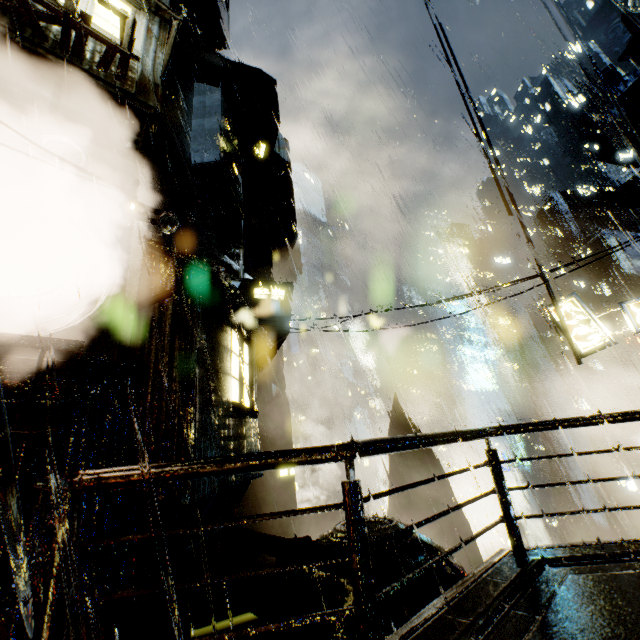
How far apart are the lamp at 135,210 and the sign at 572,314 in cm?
1469

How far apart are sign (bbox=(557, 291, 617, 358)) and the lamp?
14.7m

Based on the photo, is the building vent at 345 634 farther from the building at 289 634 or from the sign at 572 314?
the sign at 572 314

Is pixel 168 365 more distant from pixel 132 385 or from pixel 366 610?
pixel 366 610

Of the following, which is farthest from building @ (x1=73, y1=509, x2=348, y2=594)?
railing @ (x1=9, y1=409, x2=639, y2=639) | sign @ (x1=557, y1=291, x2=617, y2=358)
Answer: sign @ (x1=557, y1=291, x2=617, y2=358)

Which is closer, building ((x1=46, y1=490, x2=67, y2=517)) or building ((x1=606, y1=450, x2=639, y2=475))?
building ((x1=46, y1=490, x2=67, y2=517))

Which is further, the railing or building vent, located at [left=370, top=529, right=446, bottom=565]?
building vent, located at [left=370, top=529, right=446, bottom=565]

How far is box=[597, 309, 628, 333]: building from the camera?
40.1 meters
